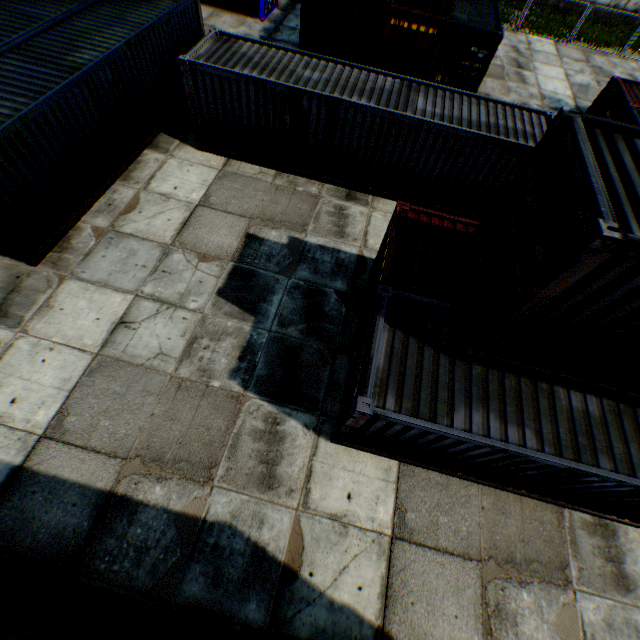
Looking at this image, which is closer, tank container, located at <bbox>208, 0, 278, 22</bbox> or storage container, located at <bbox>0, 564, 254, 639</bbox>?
storage container, located at <bbox>0, 564, 254, 639</bbox>

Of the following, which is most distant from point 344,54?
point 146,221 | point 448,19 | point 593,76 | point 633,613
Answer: point 633,613

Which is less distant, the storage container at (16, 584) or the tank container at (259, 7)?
the storage container at (16, 584)
